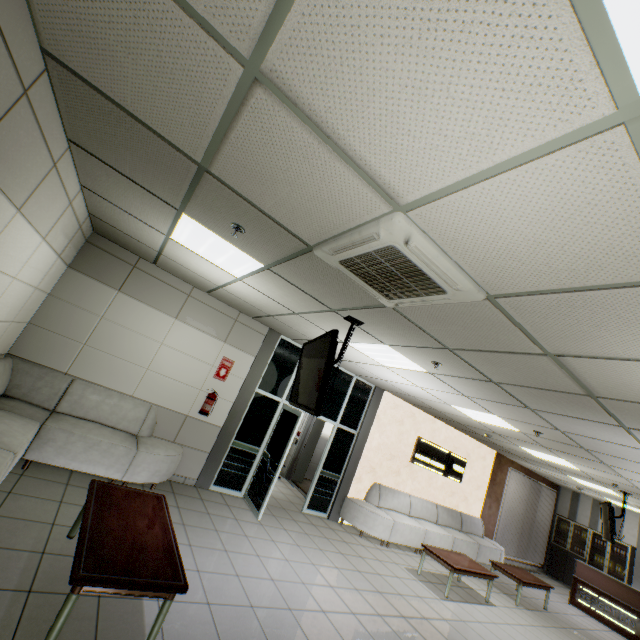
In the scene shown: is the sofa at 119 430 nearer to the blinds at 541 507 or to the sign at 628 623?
the blinds at 541 507

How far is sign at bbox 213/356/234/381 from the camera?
6.23m

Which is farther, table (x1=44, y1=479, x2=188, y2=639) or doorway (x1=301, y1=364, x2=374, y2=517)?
doorway (x1=301, y1=364, x2=374, y2=517)

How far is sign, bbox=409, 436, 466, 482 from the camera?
8.96m

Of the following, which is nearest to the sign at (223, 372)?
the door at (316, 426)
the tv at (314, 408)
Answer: the tv at (314, 408)

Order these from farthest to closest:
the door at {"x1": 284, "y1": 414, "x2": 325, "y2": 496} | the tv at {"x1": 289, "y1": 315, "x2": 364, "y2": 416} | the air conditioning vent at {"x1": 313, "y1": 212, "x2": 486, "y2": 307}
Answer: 1. the door at {"x1": 284, "y1": 414, "x2": 325, "y2": 496}
2. the tv at {"x1": 289, "y1": 315, "x2": 364, "y2": 416}
3. the air conditioning vent at {"x1": 313, "y1": 212, "x2": 486, "y2": 307}

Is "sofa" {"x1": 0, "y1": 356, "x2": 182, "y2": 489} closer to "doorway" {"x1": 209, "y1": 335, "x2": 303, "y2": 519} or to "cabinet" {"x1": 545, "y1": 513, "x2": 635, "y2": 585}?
"doorway" {"x1": 209, "y1": 335, "x2": 303, "y2": 519}

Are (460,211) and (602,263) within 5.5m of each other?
yes
